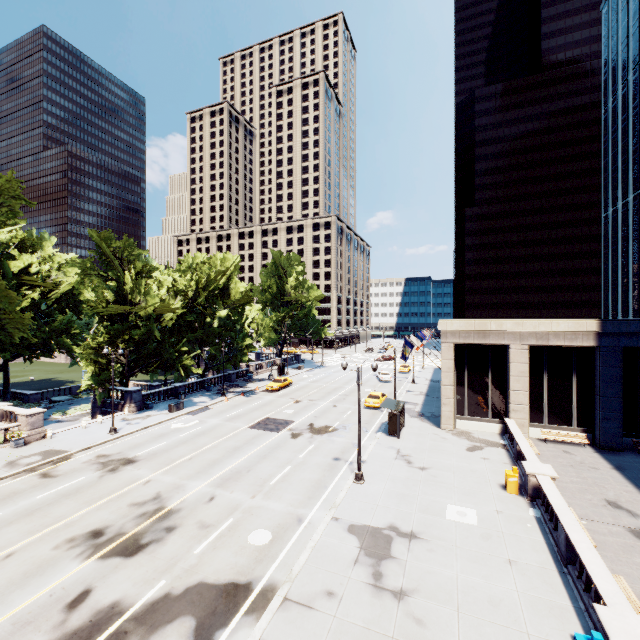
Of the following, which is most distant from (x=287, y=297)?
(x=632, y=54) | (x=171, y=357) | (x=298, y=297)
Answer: (x=632, y=54)

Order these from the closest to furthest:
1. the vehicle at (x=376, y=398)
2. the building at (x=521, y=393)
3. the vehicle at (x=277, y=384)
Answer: the building at (x=521, y=393)
the vehicle at (x=376, y=398)
the vehicle at (x=277, y=384)

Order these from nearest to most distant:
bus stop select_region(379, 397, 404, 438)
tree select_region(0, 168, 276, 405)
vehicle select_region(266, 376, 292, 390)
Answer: bus stop select_region(379, 397, 404, 438)
tree select_region(0, 168, 276, 405)
vehicle select_region(266, 376, 292, 390)

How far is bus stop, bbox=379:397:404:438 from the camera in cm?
2642

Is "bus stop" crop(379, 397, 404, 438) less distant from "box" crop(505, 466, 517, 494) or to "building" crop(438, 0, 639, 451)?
"building" crop(438, 0, 639, 451)

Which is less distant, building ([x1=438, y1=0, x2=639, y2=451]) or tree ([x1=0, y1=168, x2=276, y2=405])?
building ([x1=438, y1=0, x2=639, y2=451])

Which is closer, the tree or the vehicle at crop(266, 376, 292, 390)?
the tree

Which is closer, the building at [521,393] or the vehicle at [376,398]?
the building at [521,393]
